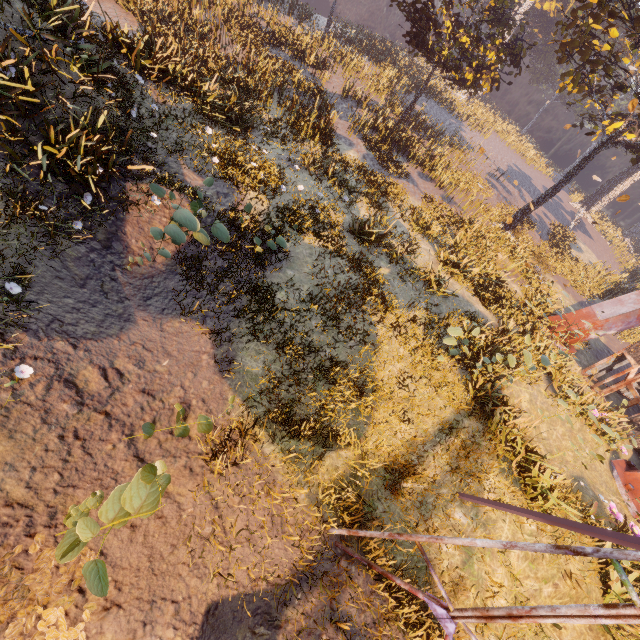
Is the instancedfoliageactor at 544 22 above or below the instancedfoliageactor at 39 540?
above

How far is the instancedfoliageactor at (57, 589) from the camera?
4.38m

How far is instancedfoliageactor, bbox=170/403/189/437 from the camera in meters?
4.9

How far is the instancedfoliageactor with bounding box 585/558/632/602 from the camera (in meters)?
6.69

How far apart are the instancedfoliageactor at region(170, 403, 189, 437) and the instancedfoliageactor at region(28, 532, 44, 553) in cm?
188

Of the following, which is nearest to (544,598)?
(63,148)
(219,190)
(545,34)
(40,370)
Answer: (40,370)

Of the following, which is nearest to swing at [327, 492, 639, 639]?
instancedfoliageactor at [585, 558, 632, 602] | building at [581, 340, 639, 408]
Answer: instancedfoliageactor at [585, 558, 632, 602]

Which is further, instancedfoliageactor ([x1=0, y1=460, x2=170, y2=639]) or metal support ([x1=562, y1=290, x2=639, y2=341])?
metal support ([x1=562, y1=290, x2=639, y2=341])
